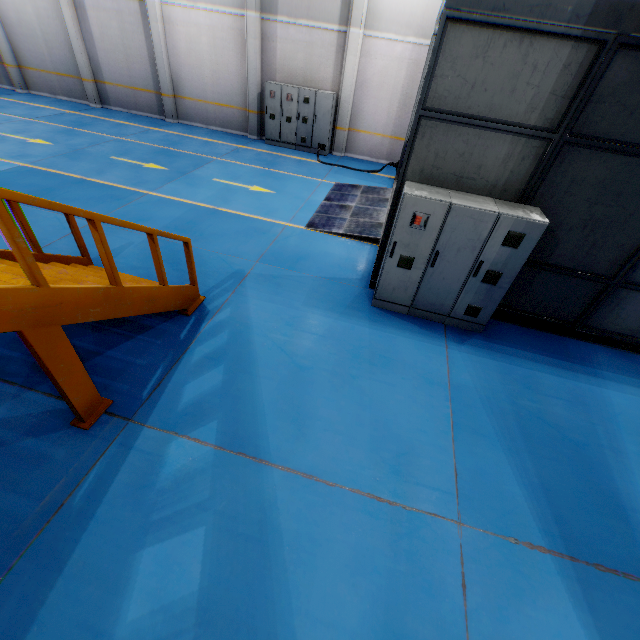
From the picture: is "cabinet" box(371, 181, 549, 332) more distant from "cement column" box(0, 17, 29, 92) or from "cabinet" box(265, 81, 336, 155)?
"cement column" box(0, 17, 29, 92)

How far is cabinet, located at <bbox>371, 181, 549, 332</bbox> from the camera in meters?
4.7 m

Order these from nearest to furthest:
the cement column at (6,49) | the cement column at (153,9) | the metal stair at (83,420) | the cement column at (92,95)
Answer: the metal stair at (83,420) → the cement column at (153,9) → the cement column at (92,95) → the cement column at (6,49)

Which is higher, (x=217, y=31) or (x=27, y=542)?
(x=217, y=31)

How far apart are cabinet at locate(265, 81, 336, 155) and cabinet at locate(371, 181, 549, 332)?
9.5m

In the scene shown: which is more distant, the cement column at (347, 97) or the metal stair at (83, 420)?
the cement column at (347, 97)

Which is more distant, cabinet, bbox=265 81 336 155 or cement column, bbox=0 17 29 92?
cement column, bbox=0 17 29 92

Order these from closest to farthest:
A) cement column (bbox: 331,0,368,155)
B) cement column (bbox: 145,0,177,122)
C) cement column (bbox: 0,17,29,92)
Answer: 1. cement column (bbox: 331,0,368,155)
2. cement column (bbox: 145,0,177,122)
3. cement column (bbox: 0,17,29,92)
